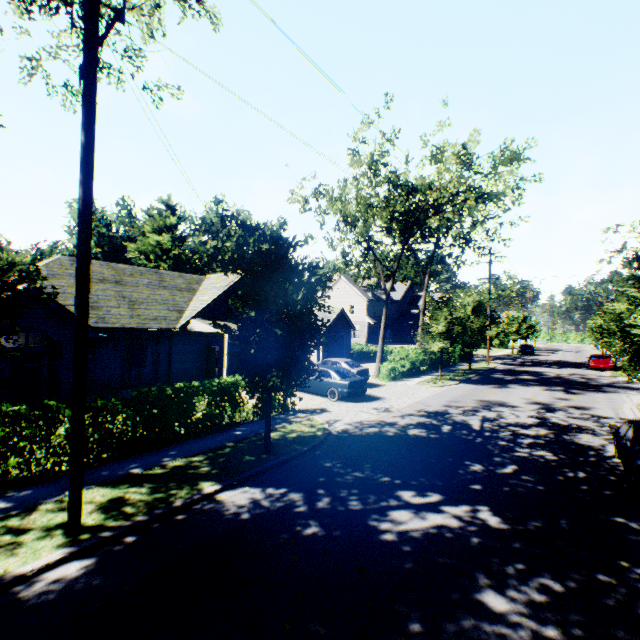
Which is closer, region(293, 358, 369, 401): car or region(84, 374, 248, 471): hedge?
region(84, 374, 248, 471): hedge

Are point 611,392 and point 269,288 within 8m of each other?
no

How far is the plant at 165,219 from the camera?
51.6m

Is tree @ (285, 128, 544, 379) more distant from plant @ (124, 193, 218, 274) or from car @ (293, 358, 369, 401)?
car @ (293, 358, 369, 401)

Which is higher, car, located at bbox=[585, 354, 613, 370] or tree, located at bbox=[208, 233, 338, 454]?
tree, located at bbox=[208, 233, 338, 454]

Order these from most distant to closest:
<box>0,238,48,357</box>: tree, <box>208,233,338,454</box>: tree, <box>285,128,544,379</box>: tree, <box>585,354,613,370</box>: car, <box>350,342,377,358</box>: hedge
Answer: <box>350,342,377,358</box>: hedge
<box>585,354,613,370</box>: car
<box>285,128,544,379</box>: tree
<box>208,233,338,454</box>: tree
<box>0,238,48,357</box>: tree

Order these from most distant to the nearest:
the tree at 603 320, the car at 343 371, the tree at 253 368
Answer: the car at 343 371
the tree at 603 320
the tree at 253 368

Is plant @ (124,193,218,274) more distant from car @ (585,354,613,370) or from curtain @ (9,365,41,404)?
car @ (585,354,613,370)
